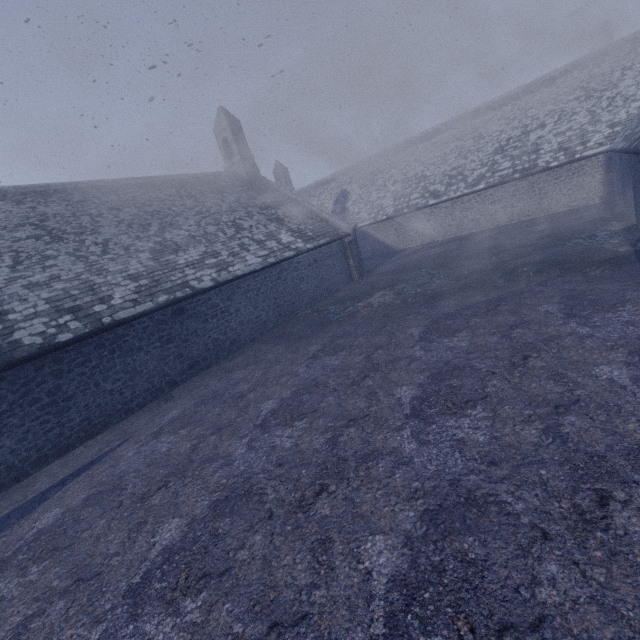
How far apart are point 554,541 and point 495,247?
16.3 meters
